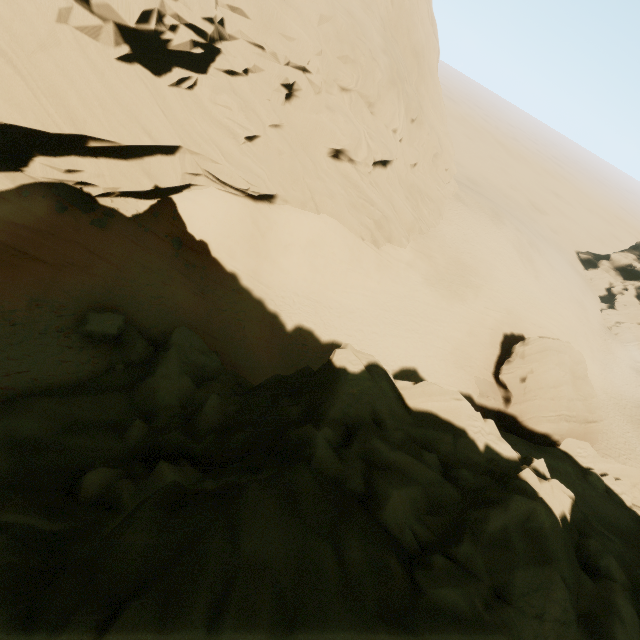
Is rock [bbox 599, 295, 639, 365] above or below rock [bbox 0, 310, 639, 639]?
below

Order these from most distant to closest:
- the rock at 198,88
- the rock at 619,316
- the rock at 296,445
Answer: the rock at 619,316 → the rock at 198,88 → the rock at 296,445

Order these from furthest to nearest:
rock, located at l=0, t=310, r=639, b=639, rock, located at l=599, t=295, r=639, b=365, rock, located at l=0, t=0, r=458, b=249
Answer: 1. rock, located at l=599, t=295, r=639, b=365
2. rock, located at l=0, t=0, r=458, b=249
3. rock, located at l=0, t=310, r=639, b=639

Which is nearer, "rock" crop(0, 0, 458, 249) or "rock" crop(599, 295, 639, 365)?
"rock" crop(0, 0, 458, 249)

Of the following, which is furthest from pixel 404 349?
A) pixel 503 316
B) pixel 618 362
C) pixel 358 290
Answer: pixel 618 362

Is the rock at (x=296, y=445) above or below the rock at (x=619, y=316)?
above
